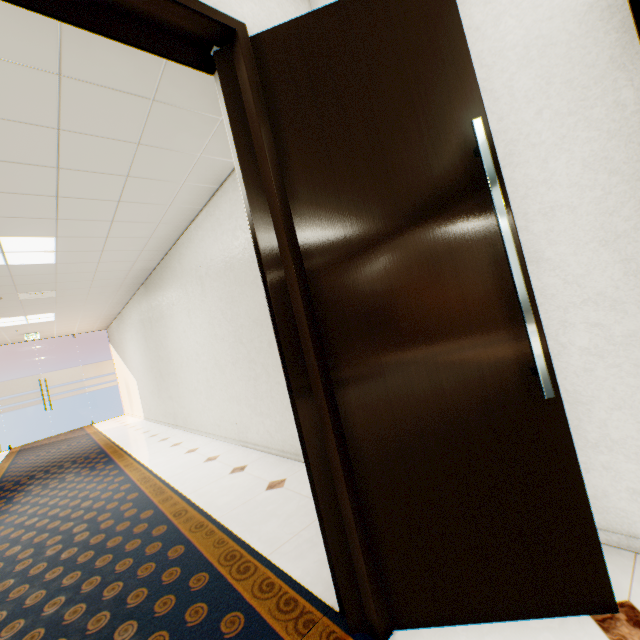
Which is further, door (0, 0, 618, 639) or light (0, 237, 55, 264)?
light (0, 237, 55, 264)

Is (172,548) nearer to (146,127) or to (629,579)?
(629,579)

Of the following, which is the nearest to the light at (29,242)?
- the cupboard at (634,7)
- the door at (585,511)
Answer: the door at (585,511)

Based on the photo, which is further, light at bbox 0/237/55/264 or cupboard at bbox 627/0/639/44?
light at bbox 0/237/55/264

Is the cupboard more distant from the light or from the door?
the light

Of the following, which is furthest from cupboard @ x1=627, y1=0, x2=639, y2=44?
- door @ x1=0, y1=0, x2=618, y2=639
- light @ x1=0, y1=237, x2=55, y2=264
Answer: light @ x1=0, y1=237, x2=55, y2=264
